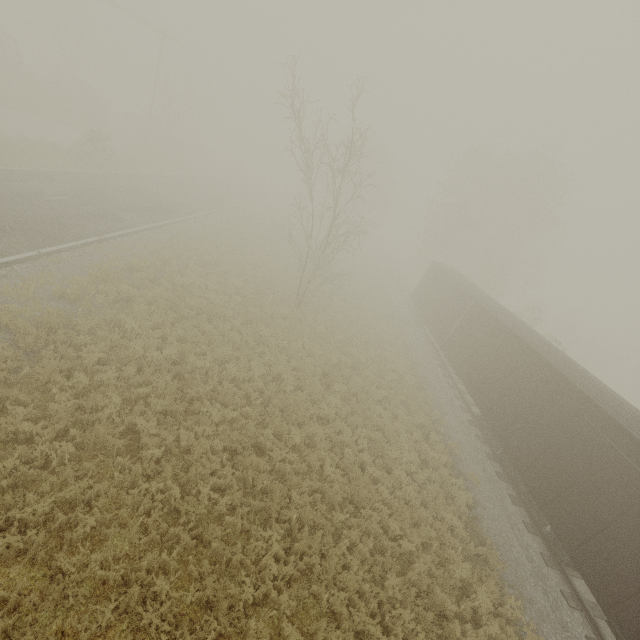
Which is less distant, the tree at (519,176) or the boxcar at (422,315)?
the boxcar at (422,315)

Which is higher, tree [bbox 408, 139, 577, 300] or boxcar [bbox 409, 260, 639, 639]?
tree [bbox 408, 139, 577, 300]

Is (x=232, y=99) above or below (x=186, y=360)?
above

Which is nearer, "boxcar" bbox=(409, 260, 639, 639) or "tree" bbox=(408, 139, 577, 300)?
"boxcar" bbox=(409, 260, 639, 639)

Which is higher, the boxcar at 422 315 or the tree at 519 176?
the tree at 519 176

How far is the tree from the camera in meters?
33.0 m
